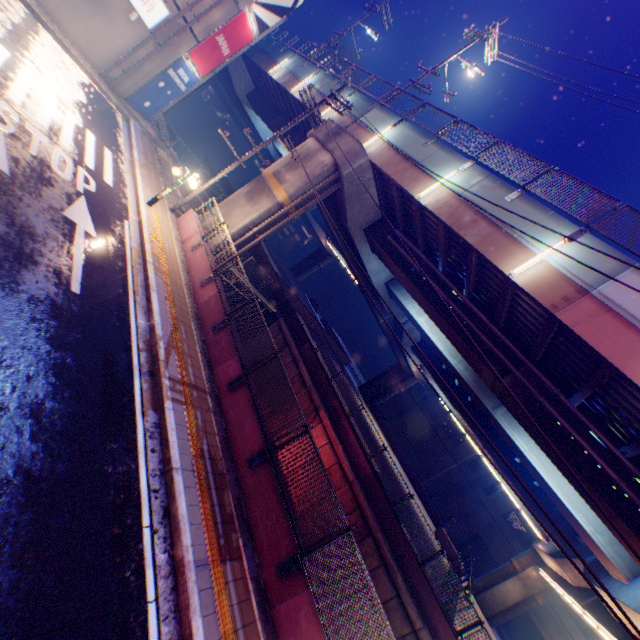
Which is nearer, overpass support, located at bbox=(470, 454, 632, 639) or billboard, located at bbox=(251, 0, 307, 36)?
overpass support, located at bbox=(470, 454, 632, 639)

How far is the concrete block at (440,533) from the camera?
28.4m

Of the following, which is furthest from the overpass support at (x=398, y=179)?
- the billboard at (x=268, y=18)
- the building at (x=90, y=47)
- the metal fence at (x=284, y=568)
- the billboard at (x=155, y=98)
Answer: the billboard at (x=155, y=98)

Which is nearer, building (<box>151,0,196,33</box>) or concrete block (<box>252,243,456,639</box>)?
concrete block (<box>252,243,456,639</box>)

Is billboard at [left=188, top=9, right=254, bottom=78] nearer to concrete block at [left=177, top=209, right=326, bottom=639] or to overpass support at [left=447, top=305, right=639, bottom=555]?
overpass support at [left=447, top=305, right=639, bottom=555]

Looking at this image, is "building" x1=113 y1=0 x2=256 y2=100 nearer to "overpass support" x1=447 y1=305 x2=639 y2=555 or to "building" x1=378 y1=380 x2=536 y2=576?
"overpass support" x1=447 y1=305 x2=639 y2=555

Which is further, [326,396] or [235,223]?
[326,396]

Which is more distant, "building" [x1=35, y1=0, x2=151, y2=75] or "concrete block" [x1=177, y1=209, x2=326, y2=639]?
"building" [x1=35, y1=0, x2=151, y2=75]
